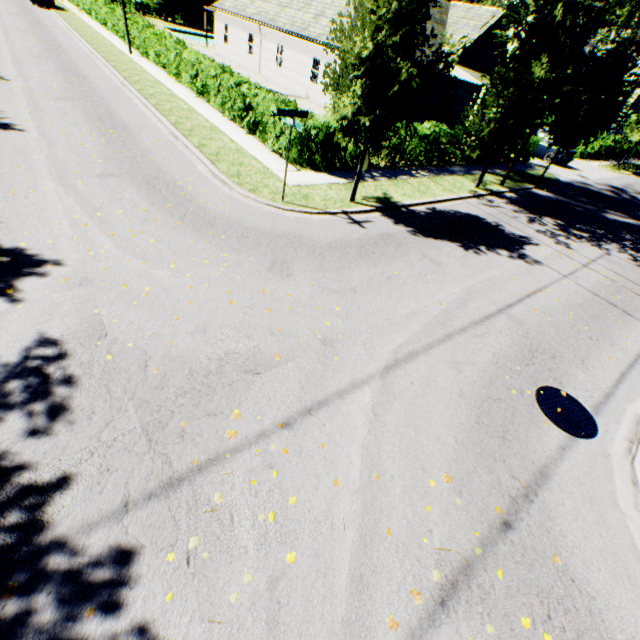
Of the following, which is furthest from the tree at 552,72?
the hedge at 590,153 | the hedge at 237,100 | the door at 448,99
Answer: the door at 448,99

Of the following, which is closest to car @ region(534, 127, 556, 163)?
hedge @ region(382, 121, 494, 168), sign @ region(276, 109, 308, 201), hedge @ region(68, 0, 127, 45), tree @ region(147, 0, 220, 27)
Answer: tree @ region(147, 0, 220, 27)

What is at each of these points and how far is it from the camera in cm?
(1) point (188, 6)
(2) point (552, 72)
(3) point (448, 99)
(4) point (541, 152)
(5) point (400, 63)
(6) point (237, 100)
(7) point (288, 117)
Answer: (1) tree, 4656
(2) tree, 1162
(3) door, 2759
(4) car, 2416
(5) tree, 748
(6) hedge, 1450
(7) sign, 843

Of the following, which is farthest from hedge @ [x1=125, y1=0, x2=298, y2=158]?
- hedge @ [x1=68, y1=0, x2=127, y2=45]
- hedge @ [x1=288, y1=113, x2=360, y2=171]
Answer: hedge @ [x1=68, y1=0, x2=127, y2=45]

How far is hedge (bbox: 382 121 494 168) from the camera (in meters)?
14.45

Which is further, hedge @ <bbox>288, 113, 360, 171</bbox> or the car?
the car

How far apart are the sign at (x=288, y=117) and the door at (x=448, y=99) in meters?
25.5

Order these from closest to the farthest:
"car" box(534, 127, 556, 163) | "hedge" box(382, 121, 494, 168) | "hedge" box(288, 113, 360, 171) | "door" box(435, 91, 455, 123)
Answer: "hedge" box(288, 113, 360, 171)
"hedge" box(382, 121, 494, 168)
"car" box(534, 127, 556, 163)
"door" box(435, 91, 455, 123)
